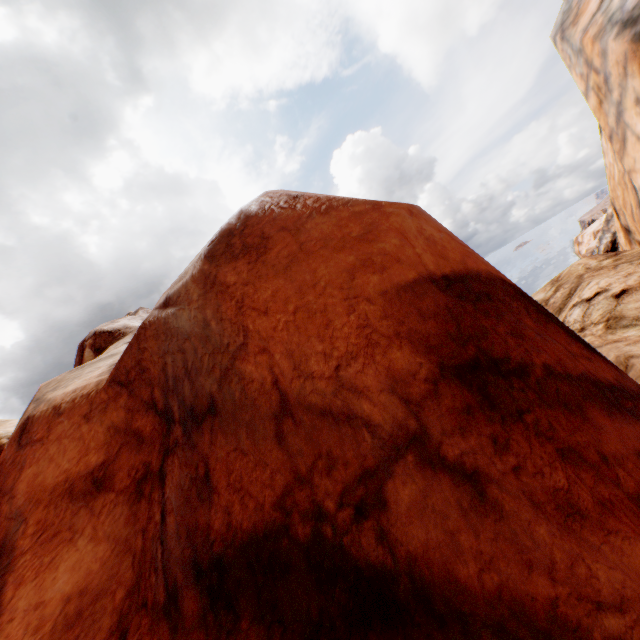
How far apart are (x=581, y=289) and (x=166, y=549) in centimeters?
1524cm
